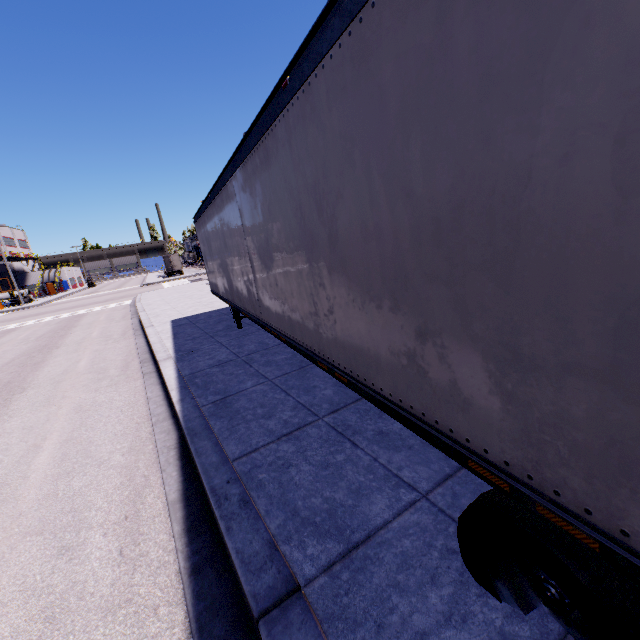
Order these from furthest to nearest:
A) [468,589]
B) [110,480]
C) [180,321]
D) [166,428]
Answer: [180,321]
[166,428]
[110,480]
[468,589]
